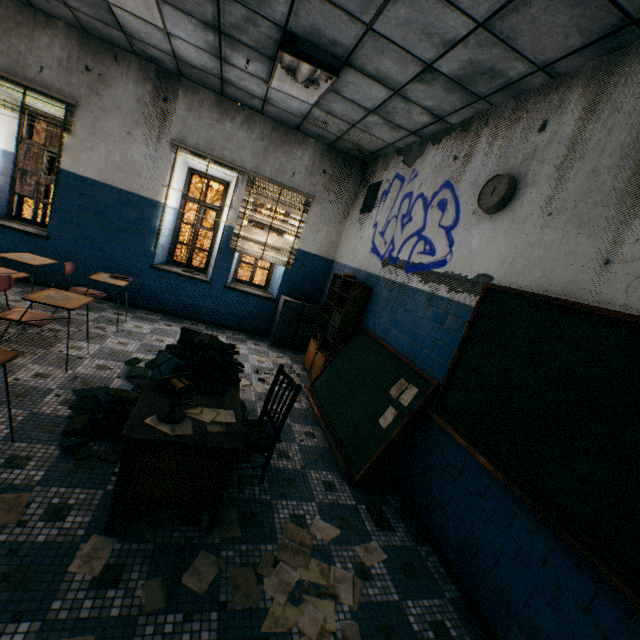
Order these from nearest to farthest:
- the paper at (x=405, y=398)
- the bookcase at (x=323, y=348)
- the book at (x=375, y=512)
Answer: the book at (x=375, y=512) < the paper at (x=405, y=398) < the bookcase at (x=323, y=348)

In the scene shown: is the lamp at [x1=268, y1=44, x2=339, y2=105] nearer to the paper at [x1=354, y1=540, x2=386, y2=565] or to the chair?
the chair

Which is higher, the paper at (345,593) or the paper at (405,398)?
the paper at (405,398)

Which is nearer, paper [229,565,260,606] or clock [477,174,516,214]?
paper [229,565,260,606]

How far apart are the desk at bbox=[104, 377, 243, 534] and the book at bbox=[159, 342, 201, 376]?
0.0m

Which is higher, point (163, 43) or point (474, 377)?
point (163, 43)

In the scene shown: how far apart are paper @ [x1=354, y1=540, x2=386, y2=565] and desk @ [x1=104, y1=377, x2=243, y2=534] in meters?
1.1 m

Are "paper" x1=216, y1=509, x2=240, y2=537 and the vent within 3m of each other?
no
